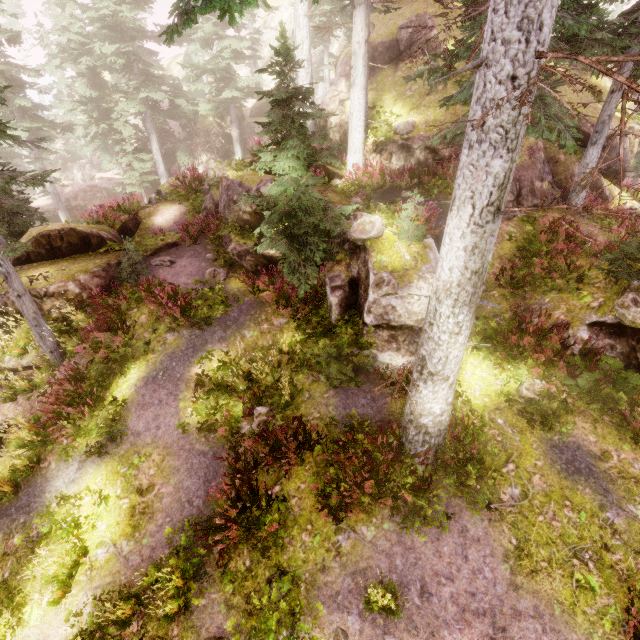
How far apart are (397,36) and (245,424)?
18.5 meters

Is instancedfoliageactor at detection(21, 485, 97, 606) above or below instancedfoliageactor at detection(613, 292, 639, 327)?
below

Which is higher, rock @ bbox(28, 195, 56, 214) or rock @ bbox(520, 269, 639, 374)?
rock @ bbox(520, 269, 639, 374)

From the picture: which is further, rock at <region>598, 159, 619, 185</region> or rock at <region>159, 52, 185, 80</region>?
rock at <region>159, 52, 185, 80</region>

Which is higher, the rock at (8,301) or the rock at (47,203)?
the rock at (8,301)

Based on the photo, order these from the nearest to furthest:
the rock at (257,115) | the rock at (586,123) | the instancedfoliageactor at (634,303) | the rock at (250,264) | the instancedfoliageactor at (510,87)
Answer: the instancedfoliageactor at (510,87) < the instancedfoliageactor at (634,303) < the rock at (250,264) < the rock at (586,123) < the rock at (257,115)

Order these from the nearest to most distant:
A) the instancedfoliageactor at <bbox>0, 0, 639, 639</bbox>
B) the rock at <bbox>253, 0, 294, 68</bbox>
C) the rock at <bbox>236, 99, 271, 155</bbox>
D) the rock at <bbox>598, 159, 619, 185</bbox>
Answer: the instancedfoliageactor at <bbox>0, 0, 639, 639</bbox>
the rock at <bbox>598, 159, 619, 185</bbox>
the rock at <bbox>236, 99, 271, 155</bbox>
the rock at <bbox>253, 0, 294, 68</bbox>

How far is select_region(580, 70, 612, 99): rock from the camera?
17.1m
